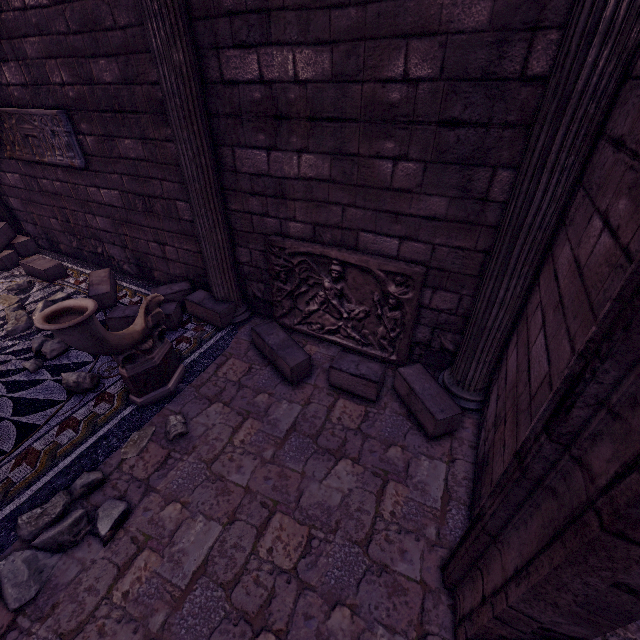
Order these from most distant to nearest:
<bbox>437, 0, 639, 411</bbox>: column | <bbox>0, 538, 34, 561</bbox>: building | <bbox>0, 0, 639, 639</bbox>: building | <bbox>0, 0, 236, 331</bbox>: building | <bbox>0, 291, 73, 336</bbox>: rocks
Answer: <bbox>0, 291, 73, 336</bbox>: rocks → <bbox>0, 0, 236, 331</bbox>: building → <bbox>0, 538, 34, 561</bbox>: building → <bbox>437, 0, 639, 411</bbox>: column → <bbox>0, 0, 639, 639</bbox>: building

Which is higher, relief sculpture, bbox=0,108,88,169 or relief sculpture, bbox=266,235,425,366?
relief sculpture, bbox=0,108,88,169

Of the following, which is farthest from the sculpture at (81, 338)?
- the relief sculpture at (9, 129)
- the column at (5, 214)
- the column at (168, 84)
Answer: the column at (5, 214)

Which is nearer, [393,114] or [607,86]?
[607,86]

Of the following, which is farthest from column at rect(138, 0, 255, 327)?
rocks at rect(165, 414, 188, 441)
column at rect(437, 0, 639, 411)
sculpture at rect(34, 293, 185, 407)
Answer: column at rect(437, 0, 639, 411)

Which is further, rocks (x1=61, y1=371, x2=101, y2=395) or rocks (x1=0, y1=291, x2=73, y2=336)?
rocks (x1=0, y1=291, x2=73, y2=336)

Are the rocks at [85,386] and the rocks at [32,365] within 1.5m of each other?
A: yes

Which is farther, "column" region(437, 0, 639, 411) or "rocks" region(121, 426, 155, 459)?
"rocks" region(121, 426, 155, 459)
